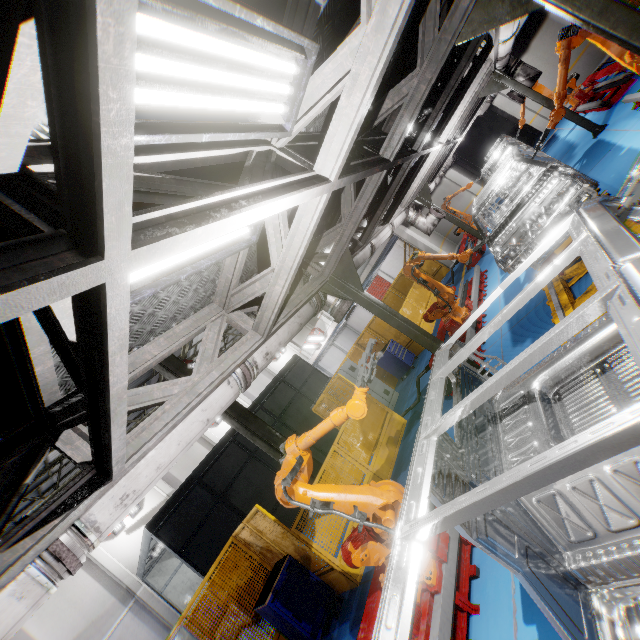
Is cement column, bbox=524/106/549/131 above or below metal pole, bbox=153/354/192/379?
below

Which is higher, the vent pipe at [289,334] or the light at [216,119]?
the light at [216,119]

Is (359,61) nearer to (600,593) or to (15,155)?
(15,155)

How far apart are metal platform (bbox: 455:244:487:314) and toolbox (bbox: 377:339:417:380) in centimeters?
272cm

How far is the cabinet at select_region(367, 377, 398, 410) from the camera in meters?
10.7 m

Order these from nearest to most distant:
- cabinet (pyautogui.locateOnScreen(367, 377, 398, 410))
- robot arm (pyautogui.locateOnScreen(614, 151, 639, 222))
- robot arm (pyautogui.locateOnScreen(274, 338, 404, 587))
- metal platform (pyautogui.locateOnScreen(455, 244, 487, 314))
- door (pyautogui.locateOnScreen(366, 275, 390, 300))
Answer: robot arm (pyautogui.locateOnScreen(614, 151, 639, 222)) < robot arm (pyautogui.locateOnScreen(274, 338, 404, 587)) < metal platform (pyautogui.locateOnScreen(455, 244, 487, 314)) < cabinet (pyautogui.locateOnScreen(367, 377, 398, 410)) < door (pyautogui.locateOnScreen(366, 275, 390, 300))

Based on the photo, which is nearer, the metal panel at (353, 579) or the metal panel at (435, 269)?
the metal panel at (353, 579)

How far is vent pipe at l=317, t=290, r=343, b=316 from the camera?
5.36m
